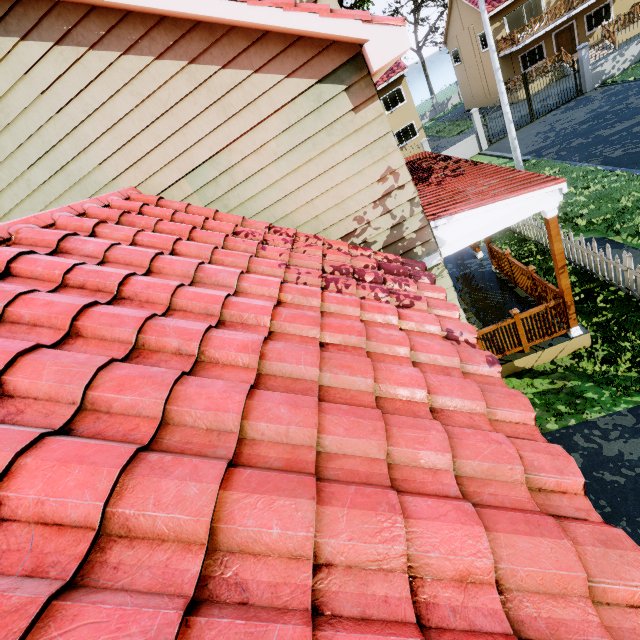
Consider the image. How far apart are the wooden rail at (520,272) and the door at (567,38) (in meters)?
31.41

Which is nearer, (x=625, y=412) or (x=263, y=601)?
(x=263, y=601)

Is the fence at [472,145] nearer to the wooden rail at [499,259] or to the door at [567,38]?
the wooden rail at [499,259]

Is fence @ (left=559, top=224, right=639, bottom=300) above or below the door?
below

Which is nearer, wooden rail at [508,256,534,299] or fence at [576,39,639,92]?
wooden rail at [508,256,534,299]

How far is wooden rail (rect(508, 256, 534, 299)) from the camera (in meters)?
7.27

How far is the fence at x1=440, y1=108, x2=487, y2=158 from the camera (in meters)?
20.19

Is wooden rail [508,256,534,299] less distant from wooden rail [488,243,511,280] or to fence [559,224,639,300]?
wooden rail [488,243,511,280]
